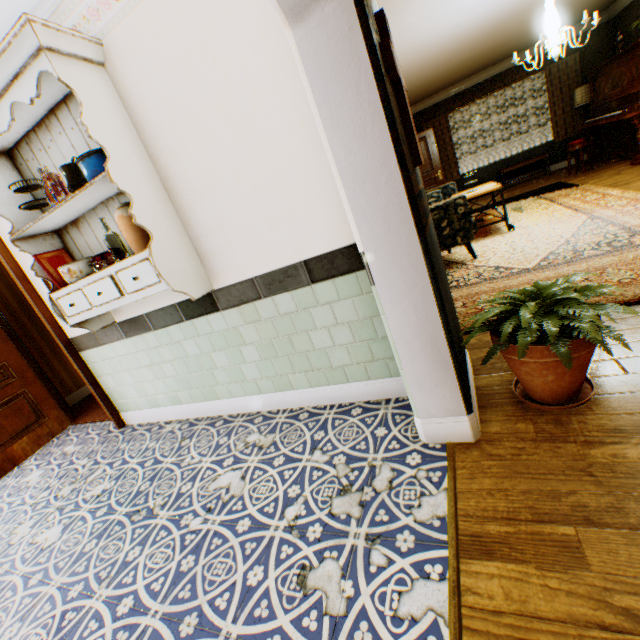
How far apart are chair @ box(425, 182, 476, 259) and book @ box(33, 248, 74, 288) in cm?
338

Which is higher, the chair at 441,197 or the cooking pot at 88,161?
the cooking pot at 88,161

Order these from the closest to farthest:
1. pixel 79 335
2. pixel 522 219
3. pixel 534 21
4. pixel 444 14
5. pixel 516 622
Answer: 1. pixel 516 622
2. pixel 79 335
3. pixel 444 14
4. pixel 522 219
5. pixel 534 21

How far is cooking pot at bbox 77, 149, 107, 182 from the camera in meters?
1.9 m

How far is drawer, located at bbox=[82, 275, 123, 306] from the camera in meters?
2.2

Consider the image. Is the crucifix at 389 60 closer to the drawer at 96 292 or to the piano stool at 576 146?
the drawer at 96 292

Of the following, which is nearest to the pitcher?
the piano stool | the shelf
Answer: the shelf

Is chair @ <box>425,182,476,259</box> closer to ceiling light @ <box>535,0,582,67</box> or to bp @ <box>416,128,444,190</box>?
ceiling light @ <box>535,0,582,67</box>
